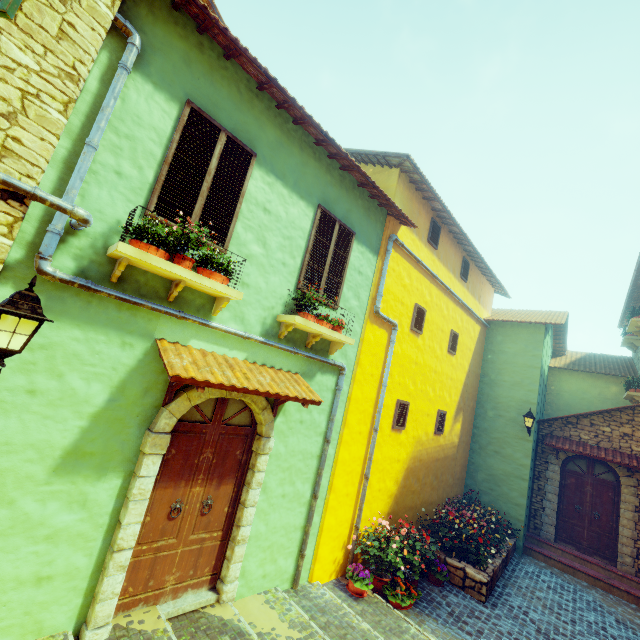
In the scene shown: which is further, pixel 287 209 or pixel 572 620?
pixel 572 620

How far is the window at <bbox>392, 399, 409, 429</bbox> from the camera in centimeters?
778cm

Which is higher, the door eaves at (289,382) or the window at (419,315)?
the window at (419,315)

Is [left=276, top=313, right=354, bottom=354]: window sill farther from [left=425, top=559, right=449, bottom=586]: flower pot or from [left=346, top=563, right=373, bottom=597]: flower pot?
[left=425, top=559, right=449, bottom=586]: flower pot

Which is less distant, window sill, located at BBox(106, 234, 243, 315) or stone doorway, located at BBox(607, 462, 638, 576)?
window sill, located at BBox(106, 234, 243, 315)

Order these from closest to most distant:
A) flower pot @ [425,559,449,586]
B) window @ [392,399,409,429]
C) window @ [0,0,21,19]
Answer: window @ [0,0,21,19] → flower pot @ [425,559,449,586] → window @ [392,399,409,429]

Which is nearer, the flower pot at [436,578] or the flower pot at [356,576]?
the flower pot at [356,576]

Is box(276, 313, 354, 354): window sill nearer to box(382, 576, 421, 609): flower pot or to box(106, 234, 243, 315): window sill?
box(106, 234, 243, 315): window sill
